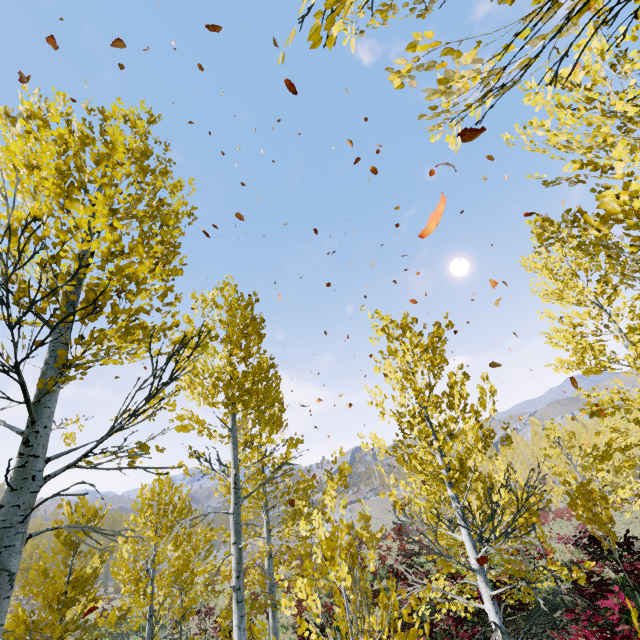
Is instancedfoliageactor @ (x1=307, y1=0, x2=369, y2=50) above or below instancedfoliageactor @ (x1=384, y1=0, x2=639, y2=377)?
below

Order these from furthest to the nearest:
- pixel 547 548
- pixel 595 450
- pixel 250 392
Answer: pixel 595 450, pixel 547 548, pixel 250 392

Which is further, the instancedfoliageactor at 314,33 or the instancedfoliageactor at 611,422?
the instancedfoliageactor at 611,422

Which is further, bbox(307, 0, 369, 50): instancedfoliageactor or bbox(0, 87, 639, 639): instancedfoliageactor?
bbox(0, 87, 639, 639): instancedfoliageactor
